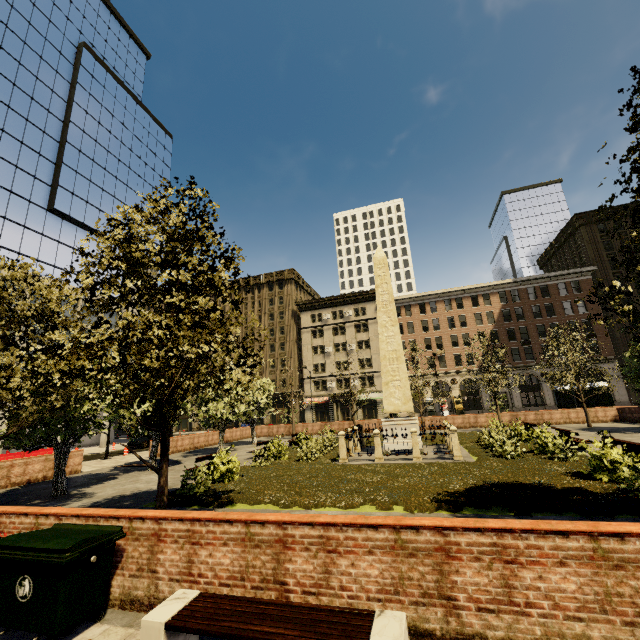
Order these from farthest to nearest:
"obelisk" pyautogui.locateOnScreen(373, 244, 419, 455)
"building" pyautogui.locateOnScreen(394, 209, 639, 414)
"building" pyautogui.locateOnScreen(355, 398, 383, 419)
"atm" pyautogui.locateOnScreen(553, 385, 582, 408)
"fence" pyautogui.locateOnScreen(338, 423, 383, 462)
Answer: "building" pyautogui.locateOnScreen(355, 398, 383, 419) → "building" pyautogui.locateOnScreen(394, 209, 639, 414) → "atm" pyautogui.locateOnScreen(553, 385, 582, 408) → "obelisk" pyautogui.locateOnScreen(373, 244, 419, 455) → "fence" pyautogui.locateOnScreen(338, 423, 383, 462)

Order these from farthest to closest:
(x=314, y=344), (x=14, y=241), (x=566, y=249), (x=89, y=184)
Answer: (x=314, y=344) → (x=566, y=249) → (x=89, y=184) → (x=14, y=241)

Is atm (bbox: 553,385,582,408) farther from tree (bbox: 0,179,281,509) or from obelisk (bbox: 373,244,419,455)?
obelisk (bbox: 373,244,419,455)

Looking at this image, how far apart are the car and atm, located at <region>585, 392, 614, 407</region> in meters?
41.4

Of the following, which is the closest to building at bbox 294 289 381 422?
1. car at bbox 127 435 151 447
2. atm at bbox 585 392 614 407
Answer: car at bbox 127 435 151 447

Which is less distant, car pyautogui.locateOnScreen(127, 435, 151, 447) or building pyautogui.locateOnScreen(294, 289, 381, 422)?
car pyautogui.locateOnScreen(127, 435, 151, 447)

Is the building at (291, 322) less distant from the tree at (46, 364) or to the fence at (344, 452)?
the tree at (46, 364)

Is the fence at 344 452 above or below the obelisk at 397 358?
below
